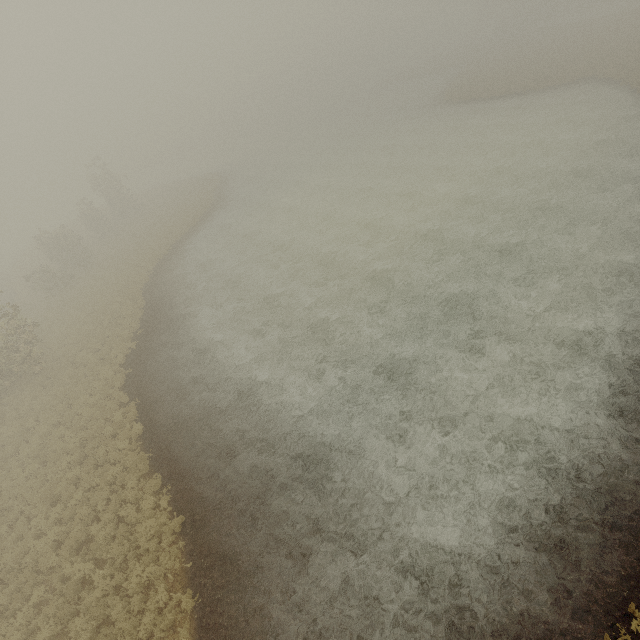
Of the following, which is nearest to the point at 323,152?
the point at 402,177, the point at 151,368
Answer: the point at 402,177
